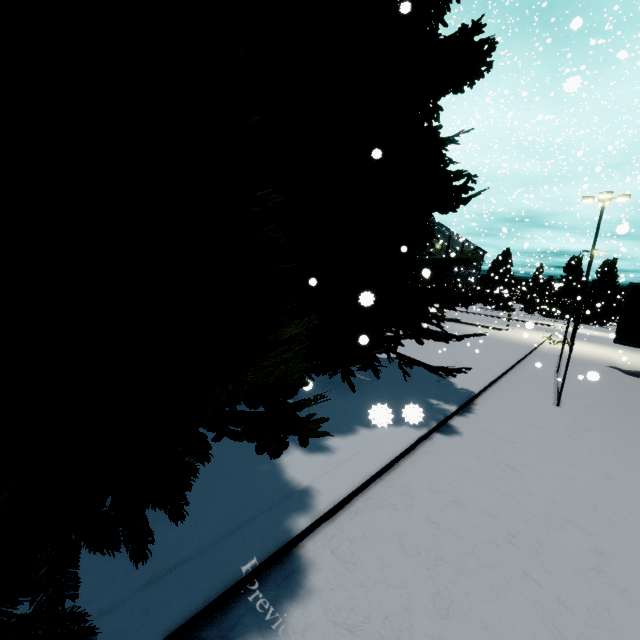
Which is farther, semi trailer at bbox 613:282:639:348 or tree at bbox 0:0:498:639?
semi trailer at bbox 613:282:639:348

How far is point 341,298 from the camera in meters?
5.4

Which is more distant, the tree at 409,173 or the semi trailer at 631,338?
the semi trailer at 631,338
